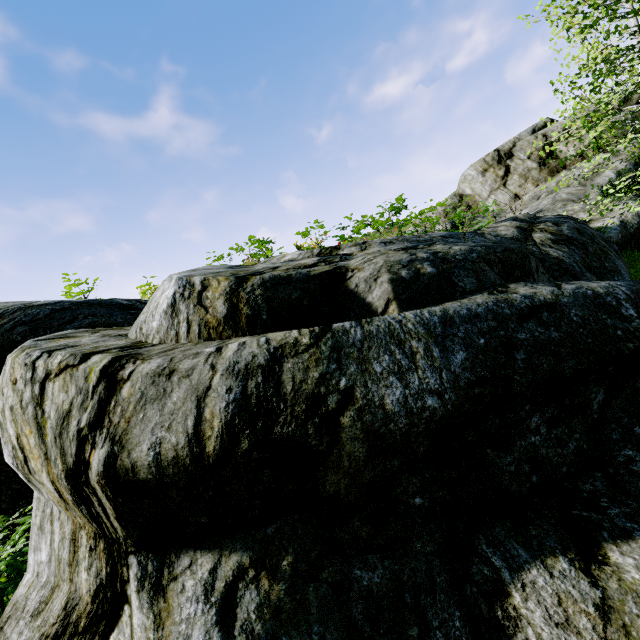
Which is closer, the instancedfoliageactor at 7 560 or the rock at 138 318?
the rock at 138 318

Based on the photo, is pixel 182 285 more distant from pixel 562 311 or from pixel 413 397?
pixel 562 311

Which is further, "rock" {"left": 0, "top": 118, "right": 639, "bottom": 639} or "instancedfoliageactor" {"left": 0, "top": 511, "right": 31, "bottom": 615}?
"instancedfoliageactor" {"left": 0, "top": 511, "right": 31, "bottom": 615}
